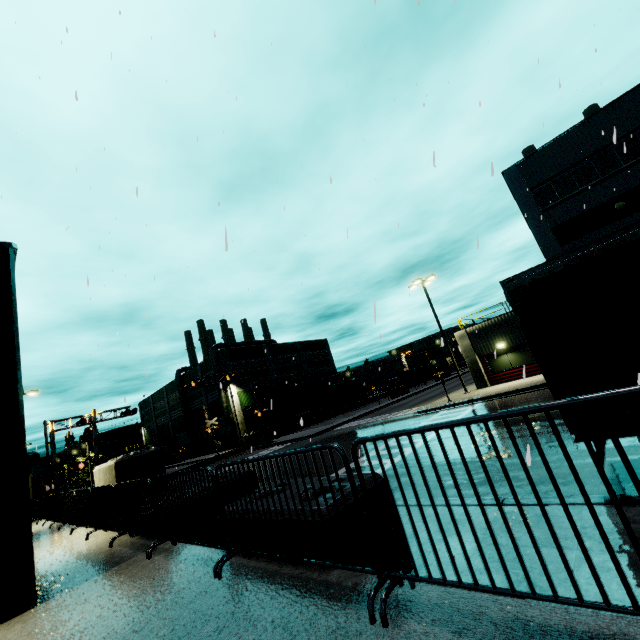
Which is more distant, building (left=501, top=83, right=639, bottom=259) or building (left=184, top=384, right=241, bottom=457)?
building (left=184, top=384, right=241, bottom=457)

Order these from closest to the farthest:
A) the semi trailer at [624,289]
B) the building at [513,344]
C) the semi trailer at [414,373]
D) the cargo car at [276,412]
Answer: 1. the semi trailer at [624,289]
2. the building at [513,344]
3. the cargo car at [276,412]
4. the semi trailer at [414,373]

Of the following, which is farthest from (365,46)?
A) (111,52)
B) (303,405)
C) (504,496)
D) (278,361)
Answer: (278,361)

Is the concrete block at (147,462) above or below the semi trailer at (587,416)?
above

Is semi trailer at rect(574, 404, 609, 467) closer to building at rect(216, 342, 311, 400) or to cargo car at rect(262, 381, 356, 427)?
building at rect(216, 342, 311, 400)

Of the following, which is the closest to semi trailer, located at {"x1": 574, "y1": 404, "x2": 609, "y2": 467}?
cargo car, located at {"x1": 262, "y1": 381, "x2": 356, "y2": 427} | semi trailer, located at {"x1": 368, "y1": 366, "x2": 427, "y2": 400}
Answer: semi trailer, located at {"x1": 368, "y1": 366, "x2": 427, "y2": 400}

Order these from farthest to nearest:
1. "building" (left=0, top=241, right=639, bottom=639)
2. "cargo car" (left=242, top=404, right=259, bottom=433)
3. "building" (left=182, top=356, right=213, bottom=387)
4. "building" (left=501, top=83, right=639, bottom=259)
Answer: "building" (left=182, top=356, right=213, bottom=387) < "cargo car" (left=242, top=404, right=259, bottom=433) < "building" (left=501, top=83, right=639, bottom=259) < "building" (left=0, top=241, right=639, bottom=639)
